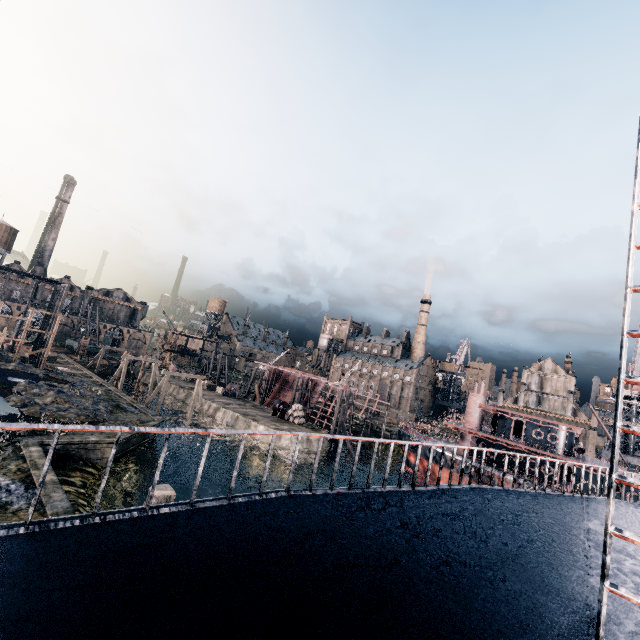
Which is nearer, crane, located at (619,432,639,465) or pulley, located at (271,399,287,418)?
crane, located at (619,432,639,465)

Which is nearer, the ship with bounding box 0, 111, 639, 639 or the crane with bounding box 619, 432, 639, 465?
the ship with bounding box 0, 111, 639, 639

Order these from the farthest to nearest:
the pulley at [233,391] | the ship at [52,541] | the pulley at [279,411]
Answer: the pulley at [233,391] < the pulley at [279,411] < the ship at [52,541]

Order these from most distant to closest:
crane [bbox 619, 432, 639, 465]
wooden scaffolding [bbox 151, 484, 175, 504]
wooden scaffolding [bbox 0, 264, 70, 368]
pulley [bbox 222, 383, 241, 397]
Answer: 1. pulley [bbox 222, 383, 241, 397]
2. crane [bbox 619, 432, 639, 465]
3. wooden scaffolding [bbox 0, 264, 70, 368]
4. wooden scaffolding [bbox 151, 484, 175, 504]

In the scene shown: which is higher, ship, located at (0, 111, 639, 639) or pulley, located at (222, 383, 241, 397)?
ship, located at (0, 111, 639, 639)

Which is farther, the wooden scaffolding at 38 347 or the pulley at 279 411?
the pulley at 279 411

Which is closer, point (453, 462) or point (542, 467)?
point (453, 462)

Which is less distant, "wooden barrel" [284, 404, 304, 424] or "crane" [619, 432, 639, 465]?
"crane" [619, 432, 639, 465]
